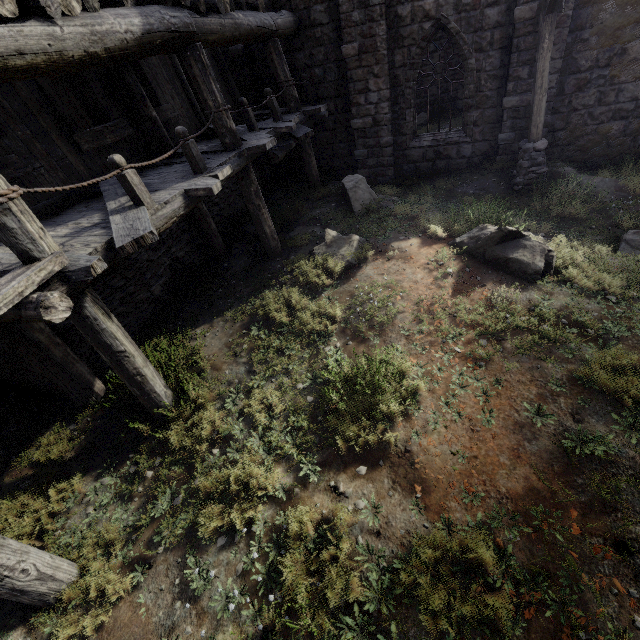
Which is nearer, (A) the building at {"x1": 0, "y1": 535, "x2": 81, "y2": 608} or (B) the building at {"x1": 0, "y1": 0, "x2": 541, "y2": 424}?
(A) the building at {"x1": 0, "y1": 535, "x2": 81, "y2": 608}

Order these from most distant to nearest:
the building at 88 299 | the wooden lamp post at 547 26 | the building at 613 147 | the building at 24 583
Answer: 1. the building at 613 147
2. the wooden lamp post at 547 26
3. the building at 88 299
4. the building at 24 583

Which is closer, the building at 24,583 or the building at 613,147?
the building at 24,583

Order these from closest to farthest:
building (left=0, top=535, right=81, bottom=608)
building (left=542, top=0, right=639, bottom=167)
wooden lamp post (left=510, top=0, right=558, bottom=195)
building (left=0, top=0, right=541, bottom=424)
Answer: building (left=0, top=535, right=81, bottom=608), building (left=0, top=0, right=541, bottom=424), wooden lamp post (left=510, top=0, right=558, bottom=195), building (left=542, top=0, right=639, bottom=167)

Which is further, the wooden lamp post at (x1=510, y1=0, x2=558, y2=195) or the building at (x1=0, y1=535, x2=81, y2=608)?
the wooden lamp post at (x1=510, y1=0, x2=558, y2=195)

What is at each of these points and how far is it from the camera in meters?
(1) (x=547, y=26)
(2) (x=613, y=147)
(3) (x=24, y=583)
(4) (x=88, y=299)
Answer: (1) wooden lamp post, 7.4
(2) building, 9.9
(3) building, 3.4
(4) building, 4.0
